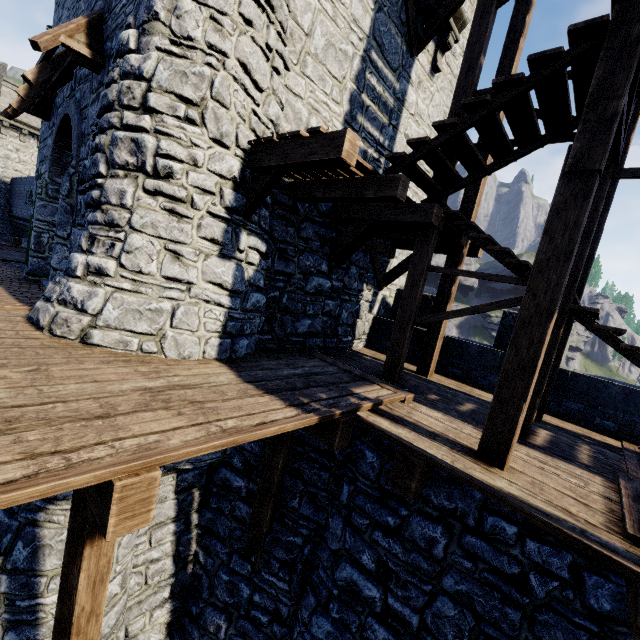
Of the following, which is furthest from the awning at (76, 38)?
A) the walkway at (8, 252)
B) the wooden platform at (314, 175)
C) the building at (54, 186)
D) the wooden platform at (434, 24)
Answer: the wooden platform at (434, 24)

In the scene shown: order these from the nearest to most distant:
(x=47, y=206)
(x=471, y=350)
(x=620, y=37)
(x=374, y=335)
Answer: (x=620, y=37) → (x=471, y=350) → (x=47, y=206) → (x=374, y=335)

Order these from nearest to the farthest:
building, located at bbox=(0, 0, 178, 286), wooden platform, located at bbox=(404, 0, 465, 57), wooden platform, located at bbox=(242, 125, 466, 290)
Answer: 1. wooden platform, located at bbox=(242, 125, 466, 290)
2. building, located at bbox=(0, 0, 178, 286)
3. wooden platform, located at bbox=(404, 0, 465, 57)

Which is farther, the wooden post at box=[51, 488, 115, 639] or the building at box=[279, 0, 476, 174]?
the building at box=[279, 0, 476, 174]

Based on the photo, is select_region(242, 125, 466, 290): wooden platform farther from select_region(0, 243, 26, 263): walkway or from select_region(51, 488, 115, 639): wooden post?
select_region(51, 488, 115, 639): wooden post

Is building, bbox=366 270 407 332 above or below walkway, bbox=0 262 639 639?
above

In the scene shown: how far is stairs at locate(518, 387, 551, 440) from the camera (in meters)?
4.90

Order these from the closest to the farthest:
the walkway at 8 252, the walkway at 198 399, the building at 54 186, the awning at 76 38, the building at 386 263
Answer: the walkway at 198 399, the building at 54 186, the awning at 76 38, the building at 386 263, the walkway at 8 252
